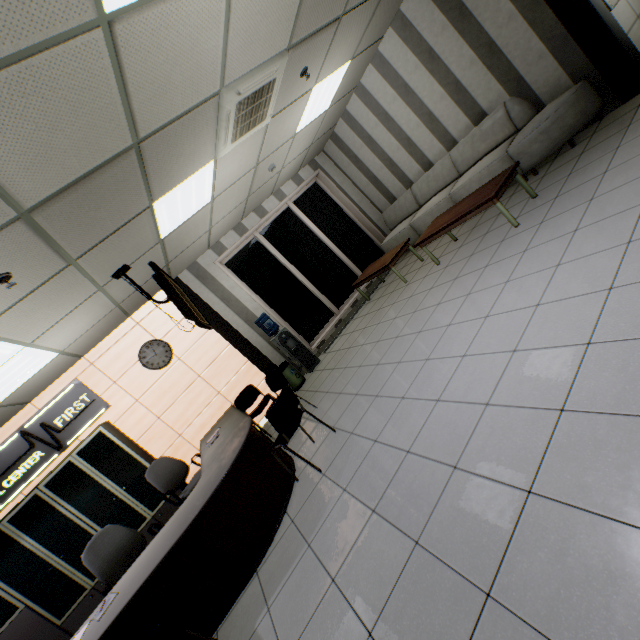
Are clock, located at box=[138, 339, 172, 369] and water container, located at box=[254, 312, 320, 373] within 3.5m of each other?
yes

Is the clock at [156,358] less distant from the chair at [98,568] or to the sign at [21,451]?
the sign at [21,451]

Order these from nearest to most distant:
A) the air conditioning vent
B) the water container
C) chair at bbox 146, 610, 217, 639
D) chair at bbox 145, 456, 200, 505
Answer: chair at bbox 146, 610, 217, 639 < the air conditioning vent < chair at bbox 145, 456, 200, 505 < the water container

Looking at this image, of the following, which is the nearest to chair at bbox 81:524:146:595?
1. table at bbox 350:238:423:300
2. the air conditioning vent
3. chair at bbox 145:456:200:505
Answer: chair at bbox 145:456:200:505

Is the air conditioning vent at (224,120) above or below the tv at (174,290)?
above

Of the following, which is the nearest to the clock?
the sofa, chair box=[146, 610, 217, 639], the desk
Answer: the desk

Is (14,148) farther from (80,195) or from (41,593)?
(41,593)

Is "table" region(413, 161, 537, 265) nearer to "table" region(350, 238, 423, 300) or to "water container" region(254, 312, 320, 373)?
"table" region(350, 238, 423, 300)
